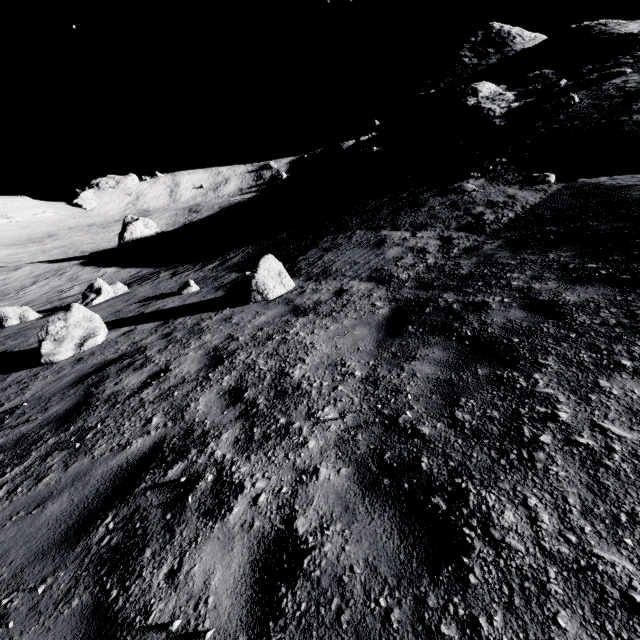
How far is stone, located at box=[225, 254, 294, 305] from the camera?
8.34m

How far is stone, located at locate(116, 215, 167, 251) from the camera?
33.6m

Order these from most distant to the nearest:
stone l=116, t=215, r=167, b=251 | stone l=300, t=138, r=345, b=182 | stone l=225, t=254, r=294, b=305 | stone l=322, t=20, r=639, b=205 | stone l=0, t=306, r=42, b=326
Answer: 1. stone l=300, t=138, r=345, b=182
2. stone l=116, t=215, r=167, b=251
3. stone l=322, t=20, r=639, b=205
4. stone l=0, t=306, r=42, b=326
5. stone l=225, t=254, r=294, b=305

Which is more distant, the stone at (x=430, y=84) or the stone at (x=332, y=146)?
the stone at (x=332, y=146)

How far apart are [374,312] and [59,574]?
4.91m

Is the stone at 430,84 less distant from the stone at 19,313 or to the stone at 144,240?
the stone at 144,240

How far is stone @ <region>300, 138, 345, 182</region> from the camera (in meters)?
40.56

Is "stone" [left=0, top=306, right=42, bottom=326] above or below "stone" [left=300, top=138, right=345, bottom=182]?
below
